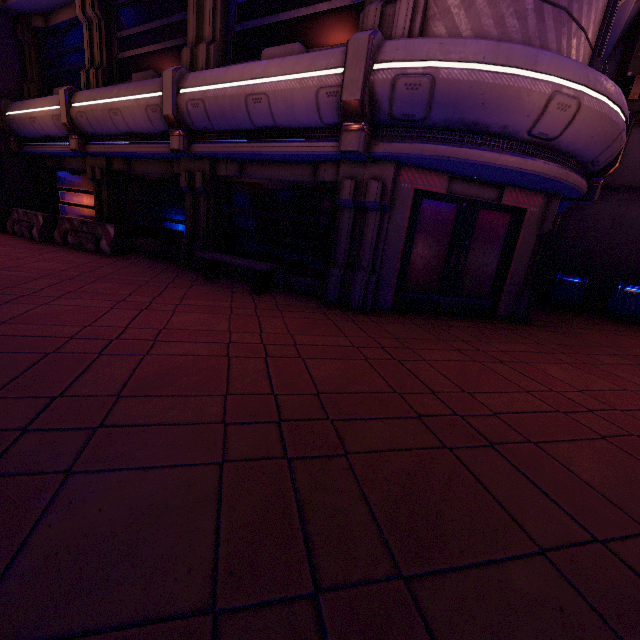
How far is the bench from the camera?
7.0m

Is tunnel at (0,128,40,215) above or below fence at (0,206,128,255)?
above

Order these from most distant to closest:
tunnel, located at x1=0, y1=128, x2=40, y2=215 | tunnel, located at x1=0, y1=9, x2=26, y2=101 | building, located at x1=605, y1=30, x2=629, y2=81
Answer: tunnel, located at x1=0, y1=128, x2=40, y2=215
tunnel, located at x1=0, y1=9, x2=26, y2=101
building, located at x1=605, y1=30, x2=629, y2=81

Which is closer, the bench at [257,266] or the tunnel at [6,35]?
the bench at [257,266]

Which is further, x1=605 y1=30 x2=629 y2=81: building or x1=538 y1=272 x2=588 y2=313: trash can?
x1=538 y1=272 x2=588 y2=313: trash can

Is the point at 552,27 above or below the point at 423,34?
above

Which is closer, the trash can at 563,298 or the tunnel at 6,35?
the trash can at 563,298

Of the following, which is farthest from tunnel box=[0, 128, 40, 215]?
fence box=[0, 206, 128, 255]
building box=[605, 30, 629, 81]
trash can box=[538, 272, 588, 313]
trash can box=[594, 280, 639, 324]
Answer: trash can box=[594, 280, 639, 324]
